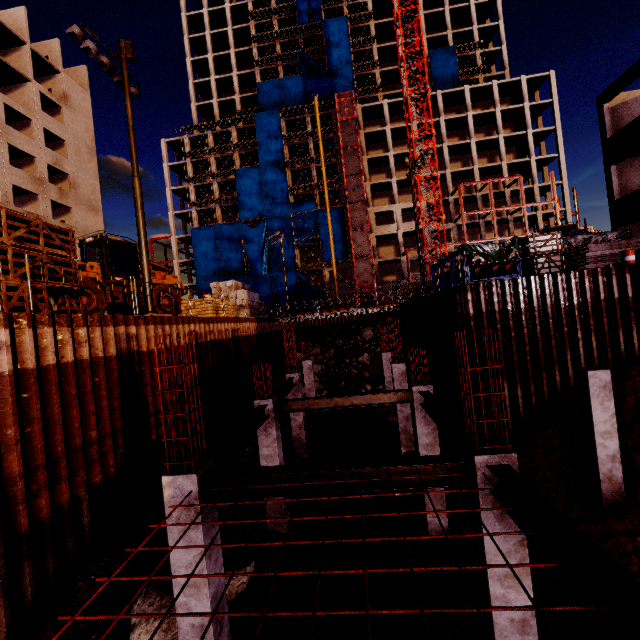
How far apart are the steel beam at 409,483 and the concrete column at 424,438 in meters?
4.5

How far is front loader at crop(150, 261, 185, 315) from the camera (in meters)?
16.26

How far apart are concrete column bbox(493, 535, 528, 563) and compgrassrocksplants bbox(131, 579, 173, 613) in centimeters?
496cm

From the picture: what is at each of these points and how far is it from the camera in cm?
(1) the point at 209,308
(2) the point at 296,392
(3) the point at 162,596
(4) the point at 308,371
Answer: (1) bagged concrete mix, 1931
(2) concrete column, 1520
(3) compgrassrocksplants, 625
(4) concrete column, 2019

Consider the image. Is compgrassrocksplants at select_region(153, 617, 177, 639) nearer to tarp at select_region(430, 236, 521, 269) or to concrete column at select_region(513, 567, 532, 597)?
concrete column at select_region(513, 567, 532, 597)

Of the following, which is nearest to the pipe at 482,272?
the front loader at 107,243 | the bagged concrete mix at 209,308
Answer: the bagged concrete mix at 209,308

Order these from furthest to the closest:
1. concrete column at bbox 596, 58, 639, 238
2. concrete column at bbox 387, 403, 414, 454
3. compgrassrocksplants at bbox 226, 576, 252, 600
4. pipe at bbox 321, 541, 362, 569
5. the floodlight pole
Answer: concrete column at bbox 596, 58, 639, 238 → concrete column at bbox 387, 403, 414, 454 → the floodlight pole → compgrassrocksplants at bbox 226, 576, 252, 600 → pipe at bbox 321, 541, 362, 569

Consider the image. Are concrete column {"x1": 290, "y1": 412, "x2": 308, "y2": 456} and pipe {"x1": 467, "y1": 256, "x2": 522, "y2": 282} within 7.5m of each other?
no
